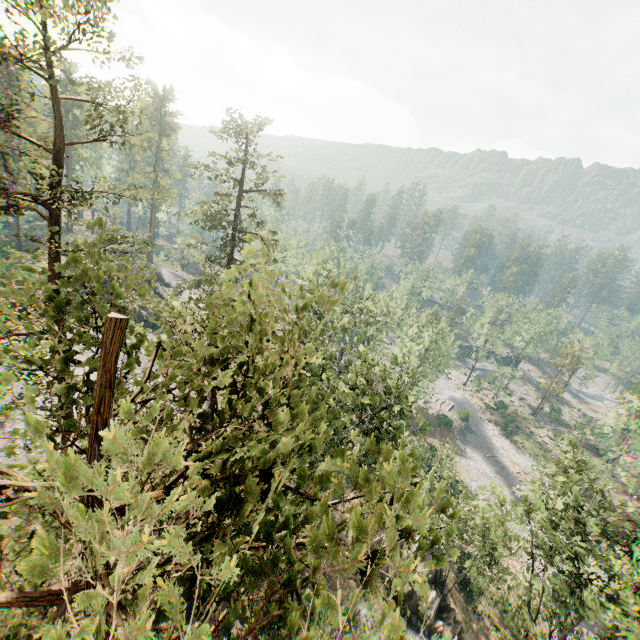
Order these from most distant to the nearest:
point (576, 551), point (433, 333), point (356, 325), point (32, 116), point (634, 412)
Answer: point (433, 333) → point (634, 412) → point (356, 325) → point (576, 551) → point (32, 116)

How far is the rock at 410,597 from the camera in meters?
25.7

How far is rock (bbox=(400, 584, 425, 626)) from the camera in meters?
25.7

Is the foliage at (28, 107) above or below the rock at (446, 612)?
above

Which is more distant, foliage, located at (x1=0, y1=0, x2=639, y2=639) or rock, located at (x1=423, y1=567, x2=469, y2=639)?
rock, located at (x1=423, y1=567, x2=469, y2=639)

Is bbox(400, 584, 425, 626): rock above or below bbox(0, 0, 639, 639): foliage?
below
